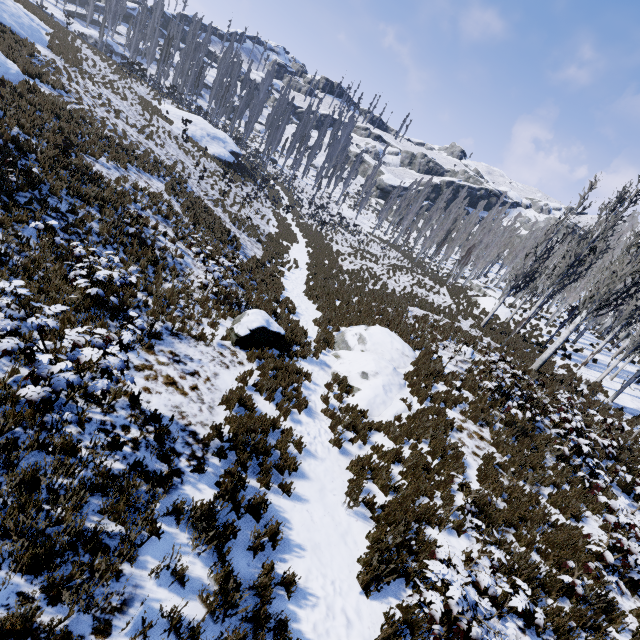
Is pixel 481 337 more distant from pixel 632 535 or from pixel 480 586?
pixel 480 586

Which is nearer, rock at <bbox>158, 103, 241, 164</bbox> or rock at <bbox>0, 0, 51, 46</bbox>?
rock at <bbox>0, 0, 51, 46</bbox>

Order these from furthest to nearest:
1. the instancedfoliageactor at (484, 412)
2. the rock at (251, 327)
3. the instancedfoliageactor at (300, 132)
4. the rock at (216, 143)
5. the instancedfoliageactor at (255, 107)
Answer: the instancedfoliageactor at (300, 132) < the instancedfoliageactor at (255, 107) < the rock at (216, 143) < the instancedfoliageactor at (484, 412) < the rock at (251, 327)

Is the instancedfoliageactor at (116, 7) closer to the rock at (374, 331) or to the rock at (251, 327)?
the rock at (374, 331)

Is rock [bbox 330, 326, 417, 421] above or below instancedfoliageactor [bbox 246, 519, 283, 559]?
above

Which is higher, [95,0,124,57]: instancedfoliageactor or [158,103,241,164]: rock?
[95,0,124,57]: instancedfoliageactor

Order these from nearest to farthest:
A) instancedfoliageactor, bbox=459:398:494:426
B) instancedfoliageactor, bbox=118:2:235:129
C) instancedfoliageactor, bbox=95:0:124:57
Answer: instancedfoliageactor, bbox=459:398:494:426 < instancedfoliageactor, bbox=95:0:124:57 < instancedfoliageactor, bbox=118:2:235:129

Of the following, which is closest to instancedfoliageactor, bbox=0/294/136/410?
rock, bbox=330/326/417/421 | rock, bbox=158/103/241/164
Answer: rock, bbox=158/103/241/164
